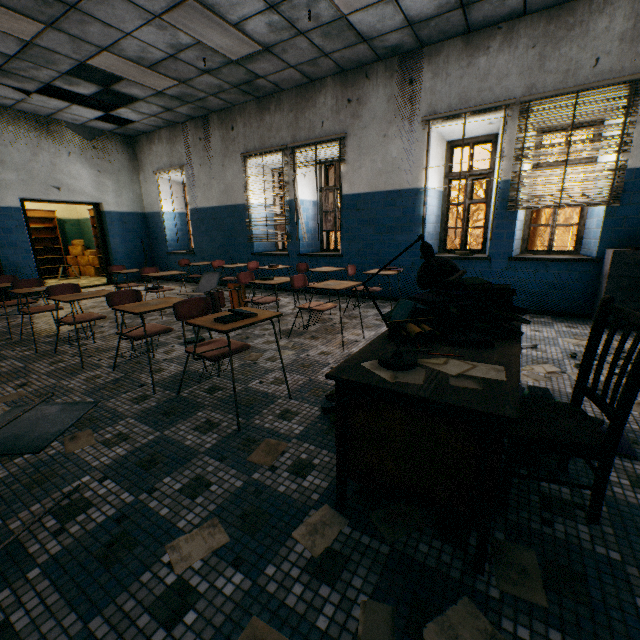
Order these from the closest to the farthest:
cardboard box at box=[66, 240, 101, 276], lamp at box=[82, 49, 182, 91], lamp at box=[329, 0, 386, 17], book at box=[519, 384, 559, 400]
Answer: book at box=[519, 384, 559, 400] < lamp at box=[329, 0, 386, 17] < lamp at box=[82, 49, 182, 91] < cardboard box at box=[66, 240, 101, 276]

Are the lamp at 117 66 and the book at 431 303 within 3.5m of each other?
no

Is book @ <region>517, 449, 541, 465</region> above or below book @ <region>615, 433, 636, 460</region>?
above

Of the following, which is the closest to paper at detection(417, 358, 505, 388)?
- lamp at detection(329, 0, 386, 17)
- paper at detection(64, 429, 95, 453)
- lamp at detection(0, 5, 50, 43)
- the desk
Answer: the desk

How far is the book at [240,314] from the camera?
2.2m

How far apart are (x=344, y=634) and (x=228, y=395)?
1.9m

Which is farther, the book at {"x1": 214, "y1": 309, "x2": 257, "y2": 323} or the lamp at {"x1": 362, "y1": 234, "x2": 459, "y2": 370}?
the book at {"x1": 214, "y1": 309, "x2": 257, "y2": 323}

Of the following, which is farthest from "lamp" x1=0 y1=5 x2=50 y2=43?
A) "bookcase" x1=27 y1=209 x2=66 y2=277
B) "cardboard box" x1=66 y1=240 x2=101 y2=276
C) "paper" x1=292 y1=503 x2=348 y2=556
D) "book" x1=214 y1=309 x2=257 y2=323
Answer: "cardboard box" x1=66 y1=240 x2=101 y2=276
